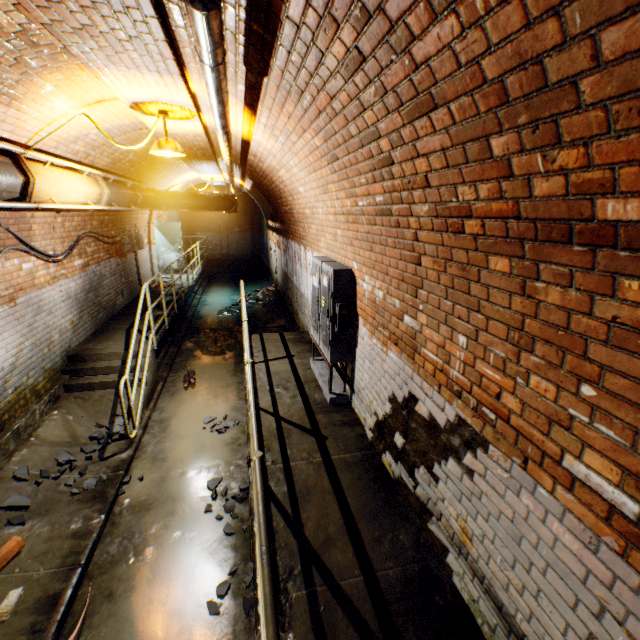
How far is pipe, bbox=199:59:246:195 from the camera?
1.85m

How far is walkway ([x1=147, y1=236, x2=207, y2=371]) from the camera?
7.3m

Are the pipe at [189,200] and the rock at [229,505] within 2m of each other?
no

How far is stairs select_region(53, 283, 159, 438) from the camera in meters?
5.1

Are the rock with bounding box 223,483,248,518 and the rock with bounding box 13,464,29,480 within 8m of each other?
yes

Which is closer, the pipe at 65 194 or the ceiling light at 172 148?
the pipe at 65 194

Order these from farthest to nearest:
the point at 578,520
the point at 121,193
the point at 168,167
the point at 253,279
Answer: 1. the point at 253,279
2. the point at 168,167
3. the point at 121,193
4. the point at 578,520

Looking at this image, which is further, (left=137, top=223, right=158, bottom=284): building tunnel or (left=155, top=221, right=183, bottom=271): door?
(left=155, top=221, right=183, bottom=271): door
